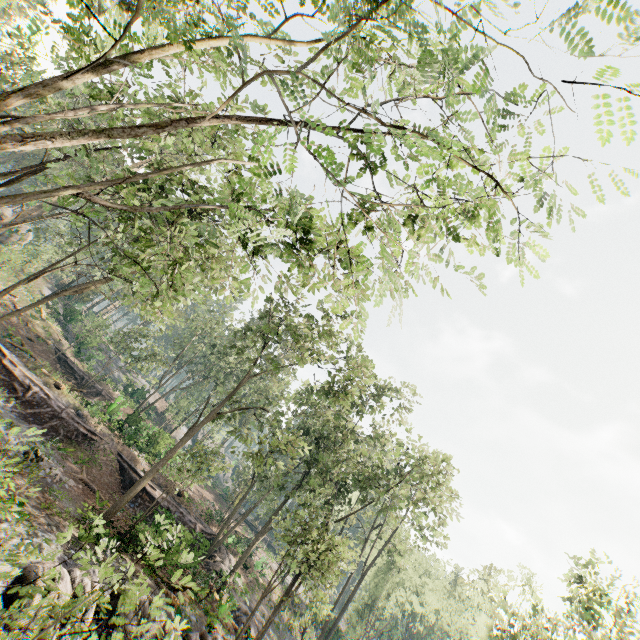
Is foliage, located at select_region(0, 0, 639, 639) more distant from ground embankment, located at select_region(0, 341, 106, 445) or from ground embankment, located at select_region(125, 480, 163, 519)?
ground embankment, located at select_region(0, 341, 106, 445)

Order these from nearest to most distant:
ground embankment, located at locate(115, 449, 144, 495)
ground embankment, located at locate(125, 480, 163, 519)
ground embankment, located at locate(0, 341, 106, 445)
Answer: ground embankment, located at locate(0, 341, 106, 445)
ground embankment, located at locate(125, 480, 163, 519)
ground embankment, located at locate(115, 449, 144, 495)

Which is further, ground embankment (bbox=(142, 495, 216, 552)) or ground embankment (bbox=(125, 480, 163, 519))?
ground embankment (bbox=(125, 480, 163, 519))

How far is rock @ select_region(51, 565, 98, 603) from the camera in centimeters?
938cm

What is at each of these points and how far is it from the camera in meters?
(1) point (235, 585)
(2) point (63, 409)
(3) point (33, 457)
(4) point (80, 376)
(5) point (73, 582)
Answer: (1) foliage, 20.1
(2) ground embankment, 24.4
(3) foliage, 17.3
(4) ground embankment, 36.2
(5) rock, 9.9

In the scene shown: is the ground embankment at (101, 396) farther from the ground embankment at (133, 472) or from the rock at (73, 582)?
the rock at (73, 582)

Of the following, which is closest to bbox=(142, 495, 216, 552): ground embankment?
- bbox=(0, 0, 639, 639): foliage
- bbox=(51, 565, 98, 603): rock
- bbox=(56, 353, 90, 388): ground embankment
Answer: bbox=(0, 0, 639, 639): foliage

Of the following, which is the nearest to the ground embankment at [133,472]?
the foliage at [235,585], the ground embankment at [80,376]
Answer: the foliage at [235,585]
